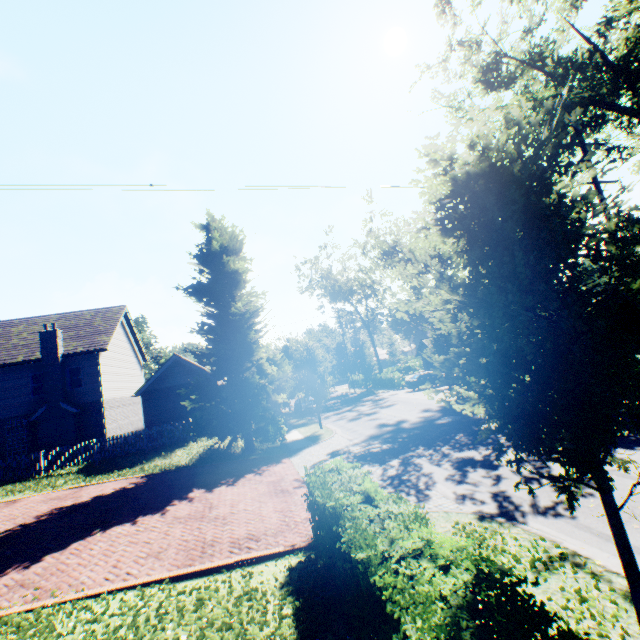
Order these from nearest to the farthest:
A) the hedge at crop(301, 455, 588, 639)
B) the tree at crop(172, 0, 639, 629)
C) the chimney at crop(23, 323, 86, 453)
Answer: the hedge at crop(301, 455, 588, 639), the tree at crop(172, 0, 639, 629), the chimney at crop(23, 323, 86, 453)

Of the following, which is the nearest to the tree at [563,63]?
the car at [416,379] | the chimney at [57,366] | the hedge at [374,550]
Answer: the hedge at [374,550]

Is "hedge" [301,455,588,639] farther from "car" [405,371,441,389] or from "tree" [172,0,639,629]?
"car" [405,371,441,389]

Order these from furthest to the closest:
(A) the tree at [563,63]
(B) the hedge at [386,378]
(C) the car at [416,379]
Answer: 1. (B) the hedge at [386,378]
2. (C) the car at [416,379]
3. (A) the tree at [563,63]

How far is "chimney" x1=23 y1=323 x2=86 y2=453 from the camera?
20.30m

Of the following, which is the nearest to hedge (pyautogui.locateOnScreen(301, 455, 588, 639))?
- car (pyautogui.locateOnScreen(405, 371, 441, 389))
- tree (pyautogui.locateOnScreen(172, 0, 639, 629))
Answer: tree (pyautogui.locateOnScreen(172, 0, 639, 629))

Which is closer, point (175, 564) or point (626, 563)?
point (626, 563)

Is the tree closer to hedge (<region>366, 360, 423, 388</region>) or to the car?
hedge (<region>366, 360, 423, 388</region>)
